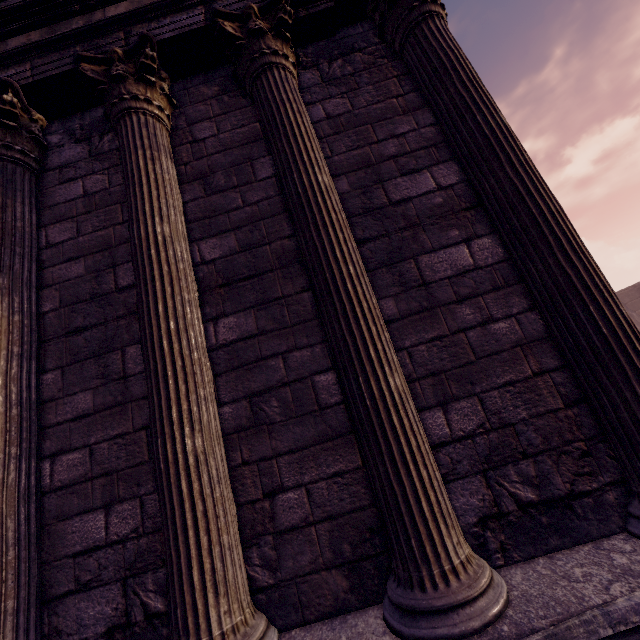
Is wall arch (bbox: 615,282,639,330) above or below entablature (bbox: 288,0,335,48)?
below

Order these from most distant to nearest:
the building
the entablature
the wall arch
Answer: the wall arch, the entablature, the building

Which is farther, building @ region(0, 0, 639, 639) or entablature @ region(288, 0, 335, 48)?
entablature @ region(288, 0, 335, 48)

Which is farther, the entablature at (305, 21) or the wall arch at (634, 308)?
the wall arch at (634, 308)

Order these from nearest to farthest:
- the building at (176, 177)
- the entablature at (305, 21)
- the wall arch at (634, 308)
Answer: the building at (176, 177)
the entablature at (305, 21)
the wall arch at (634, 308)

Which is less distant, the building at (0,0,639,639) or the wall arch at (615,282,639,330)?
the building at (0,0,639,639)

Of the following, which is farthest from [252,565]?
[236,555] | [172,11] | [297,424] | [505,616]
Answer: [172,11]

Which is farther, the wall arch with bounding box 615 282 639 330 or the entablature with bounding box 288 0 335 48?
the wall arch with bounding box 615 282 639 330
